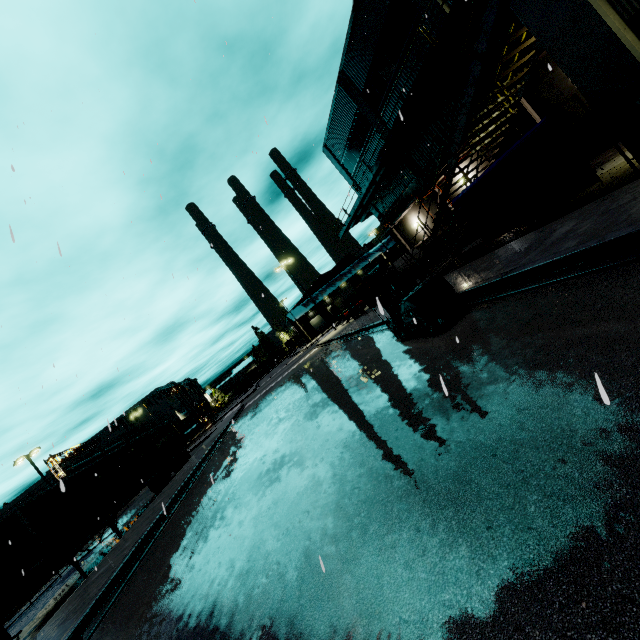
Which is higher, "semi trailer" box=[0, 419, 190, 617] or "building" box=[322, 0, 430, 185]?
"building" box=[322, 0, 430, 185]

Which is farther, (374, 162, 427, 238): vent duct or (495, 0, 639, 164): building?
(374, 162, 427, 238): vent duct

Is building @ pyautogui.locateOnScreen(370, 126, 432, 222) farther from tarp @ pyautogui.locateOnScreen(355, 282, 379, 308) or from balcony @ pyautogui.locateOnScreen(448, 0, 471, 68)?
tarp @ pyautogui.locateOnScreen(355, 282, 379, 308)

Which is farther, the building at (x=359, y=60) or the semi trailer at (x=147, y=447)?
the building at (x=359, y=60)

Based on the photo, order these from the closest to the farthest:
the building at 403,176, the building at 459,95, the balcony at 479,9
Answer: the balcony at 479,9 → the building at 459,95 → the building at 403,176

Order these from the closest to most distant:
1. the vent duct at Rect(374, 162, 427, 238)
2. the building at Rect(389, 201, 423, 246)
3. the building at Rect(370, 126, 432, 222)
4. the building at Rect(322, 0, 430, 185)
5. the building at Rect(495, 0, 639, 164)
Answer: the building at Rect(495, 0, 639, 164) → the building at Rect(322, 0, 430, 185) → the building at Rect(370, 126, 432, 222) → the vent duct at Rect(374, 162, 427, 238) → the building at Rect(389, 201, 423, 246)

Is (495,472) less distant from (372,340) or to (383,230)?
(372,340)

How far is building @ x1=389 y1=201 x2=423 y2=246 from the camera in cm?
2656
